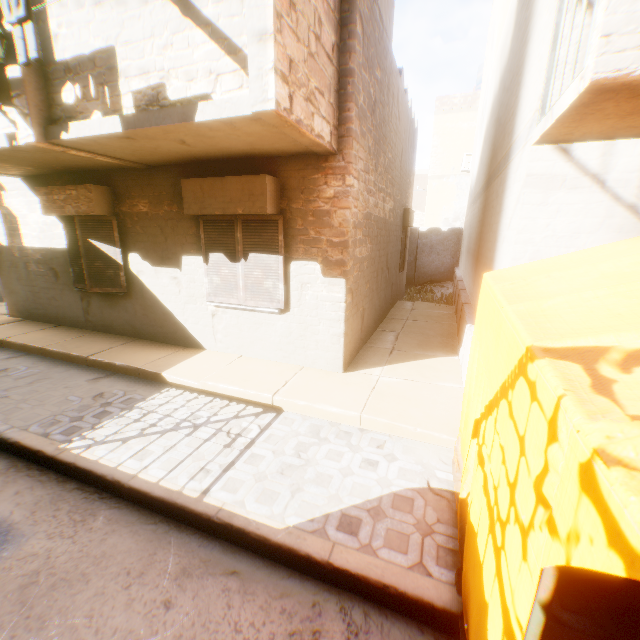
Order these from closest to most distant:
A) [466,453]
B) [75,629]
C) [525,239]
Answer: [75,629]
[466,453]
[525,239]

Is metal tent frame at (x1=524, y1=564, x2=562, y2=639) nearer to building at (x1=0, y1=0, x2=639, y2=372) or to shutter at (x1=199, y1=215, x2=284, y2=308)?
building at (x1=0, y1=0, x2=639, y2=372)

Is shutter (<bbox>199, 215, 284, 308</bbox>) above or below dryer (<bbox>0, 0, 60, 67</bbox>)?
below

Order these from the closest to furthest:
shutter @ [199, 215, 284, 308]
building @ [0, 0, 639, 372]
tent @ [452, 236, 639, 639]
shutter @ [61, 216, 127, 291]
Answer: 1. tent @ [452, 236, 639, 639]
2. building @ [0, 0, 639, 372]
3. shutter @ [199, 215, 284, 308]
4. shutter @ [61, 216, 127, 291]

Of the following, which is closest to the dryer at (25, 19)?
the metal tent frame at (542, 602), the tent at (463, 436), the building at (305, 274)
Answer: the building at (305, 274)

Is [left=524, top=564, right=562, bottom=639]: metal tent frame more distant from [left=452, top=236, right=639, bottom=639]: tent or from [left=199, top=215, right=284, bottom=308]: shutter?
[left=199, top=215, right=284, bottom=308]: shutter

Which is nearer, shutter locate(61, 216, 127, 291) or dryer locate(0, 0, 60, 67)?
dryer locate(0, 0, 60, 67)

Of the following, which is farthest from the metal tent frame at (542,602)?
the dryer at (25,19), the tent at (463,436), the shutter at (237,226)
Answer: the shutter at (237,226)
